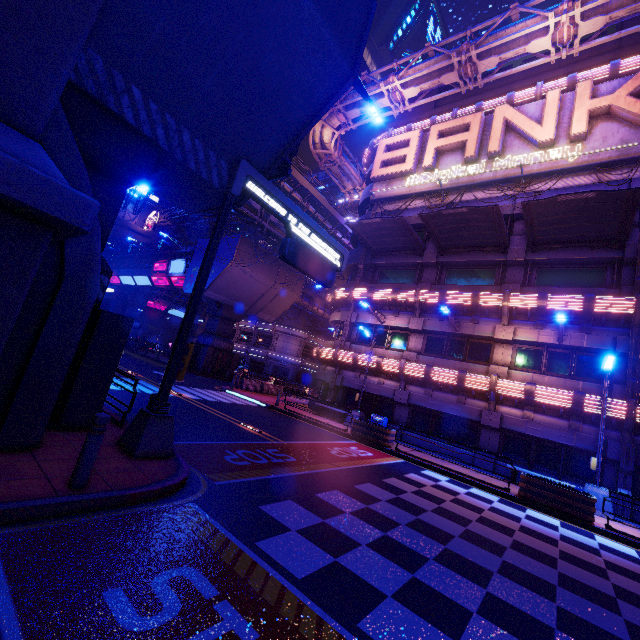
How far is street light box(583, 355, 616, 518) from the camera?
12.6 meters

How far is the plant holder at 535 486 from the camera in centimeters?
1097cm

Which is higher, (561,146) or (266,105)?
(561,146)

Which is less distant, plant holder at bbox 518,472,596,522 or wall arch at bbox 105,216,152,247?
plant holder at bbox 518,472,596,522

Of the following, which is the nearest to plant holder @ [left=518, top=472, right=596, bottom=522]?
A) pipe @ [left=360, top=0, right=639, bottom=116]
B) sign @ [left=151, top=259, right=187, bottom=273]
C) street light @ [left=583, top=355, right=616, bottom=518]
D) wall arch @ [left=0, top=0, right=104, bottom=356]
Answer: street light @ [left=583, top=355, right=616, bottom=518]

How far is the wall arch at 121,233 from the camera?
50.1m

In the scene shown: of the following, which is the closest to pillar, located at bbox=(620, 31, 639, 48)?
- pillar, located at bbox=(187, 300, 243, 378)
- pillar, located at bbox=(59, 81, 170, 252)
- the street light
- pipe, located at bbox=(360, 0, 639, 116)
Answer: pipe, located at bbox=(360, 0, 639, 116)

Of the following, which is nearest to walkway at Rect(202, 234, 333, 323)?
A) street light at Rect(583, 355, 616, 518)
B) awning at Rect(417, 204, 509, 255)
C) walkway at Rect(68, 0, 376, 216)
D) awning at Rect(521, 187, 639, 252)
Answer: walkway at Rect(68, 0, 376, 216)
